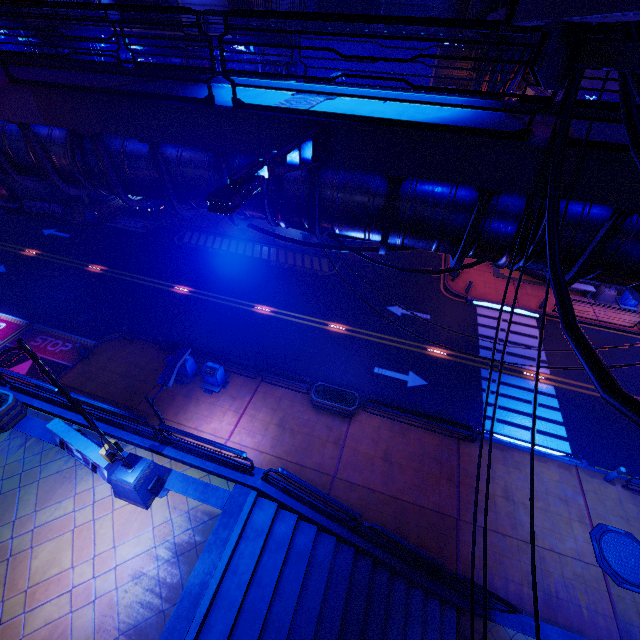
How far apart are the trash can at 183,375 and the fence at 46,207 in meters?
24.6

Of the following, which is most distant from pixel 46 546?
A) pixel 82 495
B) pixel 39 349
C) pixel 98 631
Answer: pixel 39 349

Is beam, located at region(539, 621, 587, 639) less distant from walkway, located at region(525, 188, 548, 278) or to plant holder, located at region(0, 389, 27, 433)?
plant holder, located at region(0, 389, 27, 433)

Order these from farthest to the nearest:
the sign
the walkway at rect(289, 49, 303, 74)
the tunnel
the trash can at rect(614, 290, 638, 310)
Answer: the tunnel, the sign, the trash can at rect(614, 290, 638, 310), the walkway at rect(289, 49, 303, 74)

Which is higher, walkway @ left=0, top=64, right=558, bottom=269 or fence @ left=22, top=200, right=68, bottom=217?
walkway @ left=0, top=64, right=558, bottom=269

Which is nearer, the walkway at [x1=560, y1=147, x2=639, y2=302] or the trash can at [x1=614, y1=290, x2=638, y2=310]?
the walkway at [x1=560, y1=147, x2=639, y2=302]

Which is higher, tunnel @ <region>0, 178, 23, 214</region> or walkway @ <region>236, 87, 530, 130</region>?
walkway @ <region>236, 87, 530, 130</region>

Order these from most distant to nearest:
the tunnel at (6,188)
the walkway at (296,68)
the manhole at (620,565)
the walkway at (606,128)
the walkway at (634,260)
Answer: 1. the tunnel at (6,188)
2. the walkway at (296,68)
3. the manhole at (620,565)
4. the walkway at (606,128)
5. the walkway at (634,260)
